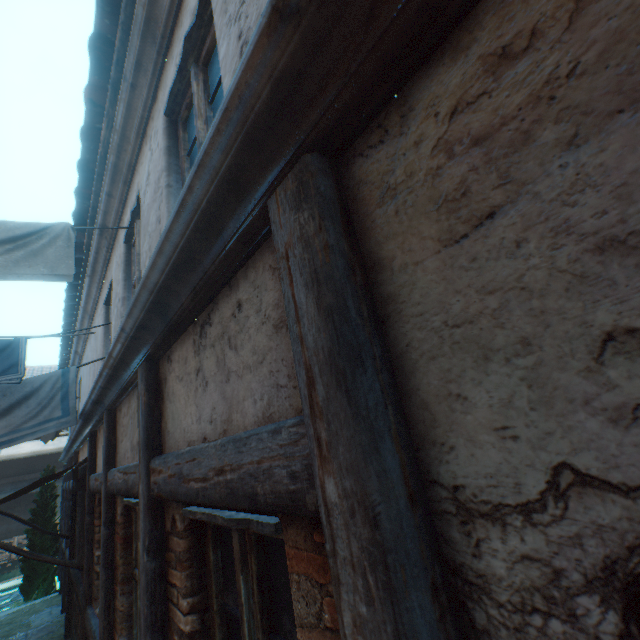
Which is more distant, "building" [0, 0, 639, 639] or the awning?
the awning

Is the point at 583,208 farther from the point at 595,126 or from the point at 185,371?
the point at 185,371

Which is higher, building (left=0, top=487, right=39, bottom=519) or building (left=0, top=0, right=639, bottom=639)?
building (left=0, top=0, right=639, bottom=639)

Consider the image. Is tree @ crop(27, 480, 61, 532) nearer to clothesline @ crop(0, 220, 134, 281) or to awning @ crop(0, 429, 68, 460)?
awning @ crop(0, 429, 68, 460)

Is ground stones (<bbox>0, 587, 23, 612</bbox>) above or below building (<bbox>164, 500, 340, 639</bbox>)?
below

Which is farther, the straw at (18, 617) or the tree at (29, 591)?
the tree at (29, 591)

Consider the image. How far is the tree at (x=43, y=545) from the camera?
11.26m

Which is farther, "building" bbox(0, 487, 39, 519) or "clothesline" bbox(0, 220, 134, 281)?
"building" bbox(0, 487, 39, 519)
